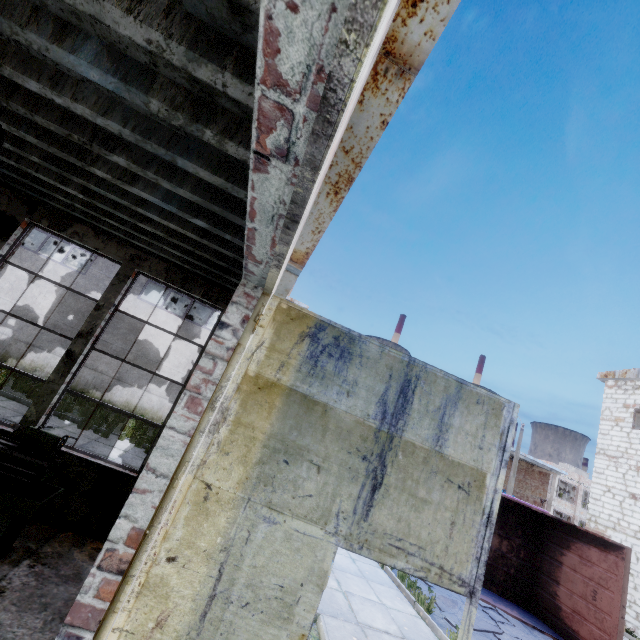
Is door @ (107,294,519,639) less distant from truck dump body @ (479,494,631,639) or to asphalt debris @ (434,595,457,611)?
asphalt debris @ (434,595,457,611)

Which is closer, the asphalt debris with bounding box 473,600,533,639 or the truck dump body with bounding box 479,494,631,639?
the asphalt debris with bounding box 473,600,533,639

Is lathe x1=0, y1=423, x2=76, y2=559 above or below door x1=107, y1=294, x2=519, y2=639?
below

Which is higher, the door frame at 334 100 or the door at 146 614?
the door frame at 334 100

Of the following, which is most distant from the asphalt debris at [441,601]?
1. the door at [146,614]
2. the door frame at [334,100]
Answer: the door frame at [334,100]

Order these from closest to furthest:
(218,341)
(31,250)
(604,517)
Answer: (218,341), (31,250), (604,517)

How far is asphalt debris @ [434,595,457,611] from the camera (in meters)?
8.05

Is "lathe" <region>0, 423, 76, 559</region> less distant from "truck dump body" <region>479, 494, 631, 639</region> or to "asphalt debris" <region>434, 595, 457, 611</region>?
"asphalt debris" <region>434, 595, 457, 611</region>
